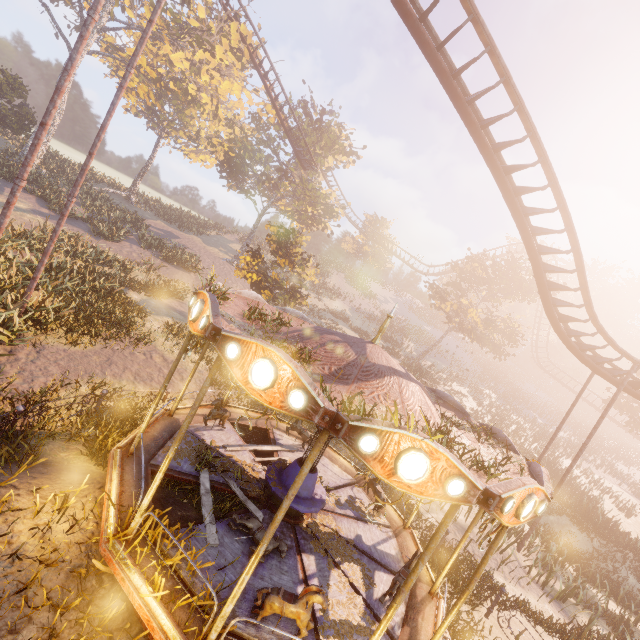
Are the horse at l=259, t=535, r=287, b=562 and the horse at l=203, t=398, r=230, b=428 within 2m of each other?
no

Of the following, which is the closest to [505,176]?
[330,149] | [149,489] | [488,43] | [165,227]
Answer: [488,43]

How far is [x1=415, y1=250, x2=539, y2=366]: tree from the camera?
31.28m

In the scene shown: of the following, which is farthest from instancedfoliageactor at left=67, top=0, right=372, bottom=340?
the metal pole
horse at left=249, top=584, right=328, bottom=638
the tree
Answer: the tree

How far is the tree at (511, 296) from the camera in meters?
31.3

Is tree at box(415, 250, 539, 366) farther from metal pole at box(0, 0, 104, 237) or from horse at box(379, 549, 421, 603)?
metal pole at box(0, 0, 104, 237)

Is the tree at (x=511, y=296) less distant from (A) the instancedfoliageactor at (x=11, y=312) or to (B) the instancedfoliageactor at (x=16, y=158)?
(B) the instancedfoliageactor at (x=16, y=158)

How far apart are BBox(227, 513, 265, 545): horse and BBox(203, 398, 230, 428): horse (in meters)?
2.88
